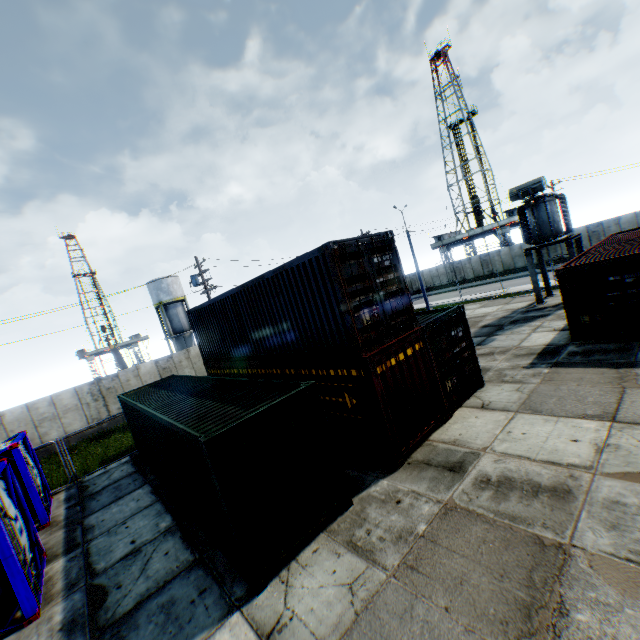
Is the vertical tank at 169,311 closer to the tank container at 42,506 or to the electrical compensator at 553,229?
the tank container at 42,506

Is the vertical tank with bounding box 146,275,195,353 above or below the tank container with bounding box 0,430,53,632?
above

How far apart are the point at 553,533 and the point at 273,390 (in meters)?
5.89

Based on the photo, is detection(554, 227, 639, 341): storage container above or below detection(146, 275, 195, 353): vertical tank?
below

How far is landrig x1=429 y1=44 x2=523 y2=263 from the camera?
48.0m

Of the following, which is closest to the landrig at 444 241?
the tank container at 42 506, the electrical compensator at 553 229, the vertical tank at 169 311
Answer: the electrical compensator at 553 229

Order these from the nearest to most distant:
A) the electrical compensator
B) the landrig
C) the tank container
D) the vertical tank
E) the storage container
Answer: the tank container → the storage container → the electrical compensator → the vertical tank → the landrig

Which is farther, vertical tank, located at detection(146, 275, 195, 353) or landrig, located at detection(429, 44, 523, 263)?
landrig, located at detection(429, 44, 523, 263)
